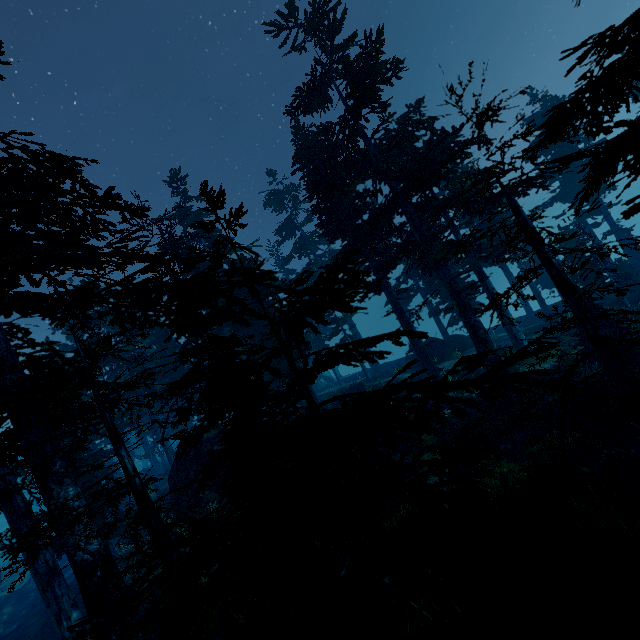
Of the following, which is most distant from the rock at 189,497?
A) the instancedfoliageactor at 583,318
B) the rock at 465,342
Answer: the rock at 465,342

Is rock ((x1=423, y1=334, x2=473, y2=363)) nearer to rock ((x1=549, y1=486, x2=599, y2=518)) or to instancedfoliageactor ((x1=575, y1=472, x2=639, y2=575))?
instancedfoliageactor ((x1=575, y1=472, x2=639, y2=575))

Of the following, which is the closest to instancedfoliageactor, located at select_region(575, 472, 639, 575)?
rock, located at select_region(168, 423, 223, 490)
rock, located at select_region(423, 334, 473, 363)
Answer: rock, located at select_region(168, 423, 223, 490)

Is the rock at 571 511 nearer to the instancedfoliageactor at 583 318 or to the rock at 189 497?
the instancedfoliageactor at 583 318

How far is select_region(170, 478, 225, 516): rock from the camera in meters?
19.0 m

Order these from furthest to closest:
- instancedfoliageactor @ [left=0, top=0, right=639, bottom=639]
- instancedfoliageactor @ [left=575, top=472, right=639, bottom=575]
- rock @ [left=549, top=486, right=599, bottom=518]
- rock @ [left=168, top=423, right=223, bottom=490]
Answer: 1. rock @ [left=168, top=423, right=223, bottom=490]
2. rock @ [left=549, top=486, right=599, bottom=518]
3. instancedfoliageactor @ [left=575, top=472, right=639, bottom=575]
4. instancedfoliageactor @ [left=0, top=0, right=639, bottom=639]

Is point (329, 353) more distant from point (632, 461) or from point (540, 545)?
point (632, 461)
